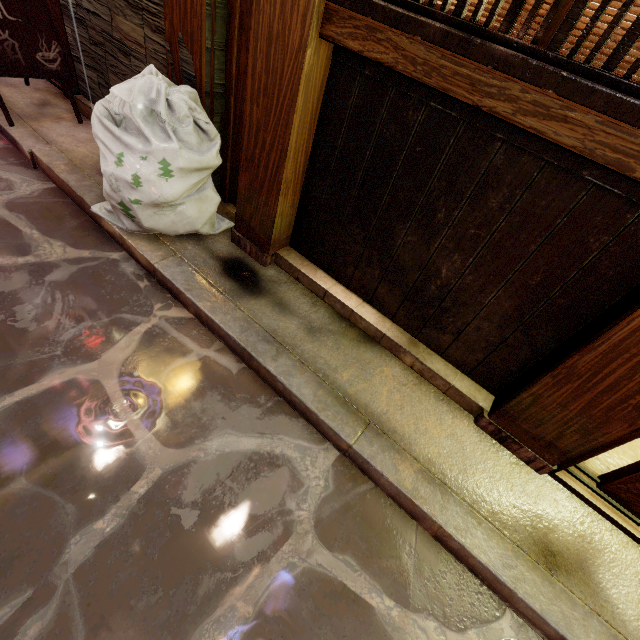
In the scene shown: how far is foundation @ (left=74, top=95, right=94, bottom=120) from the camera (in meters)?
6.12

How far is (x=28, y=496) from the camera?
2.5 meters

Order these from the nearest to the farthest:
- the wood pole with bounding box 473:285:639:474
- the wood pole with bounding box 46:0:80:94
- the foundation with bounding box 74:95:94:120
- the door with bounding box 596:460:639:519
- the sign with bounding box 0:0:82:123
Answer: the wood pole with bounding box 473:285:639:474 < the door with bounding box 596:460:639:519 < the sign with bounding box 0:0:82:123 < the wood pole with bounding box 46:0:80:94 < the foundation with bounding box 74:95:94:120

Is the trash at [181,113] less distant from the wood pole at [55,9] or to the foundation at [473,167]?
the foundation at [473,167]

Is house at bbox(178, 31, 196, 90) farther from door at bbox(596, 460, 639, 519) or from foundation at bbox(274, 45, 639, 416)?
door at bbox(596, 460, 639, 519)

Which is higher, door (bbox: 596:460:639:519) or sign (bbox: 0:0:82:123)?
sign (bbox: 0:0:82:123)

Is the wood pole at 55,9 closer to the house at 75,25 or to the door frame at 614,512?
the house at 75,25

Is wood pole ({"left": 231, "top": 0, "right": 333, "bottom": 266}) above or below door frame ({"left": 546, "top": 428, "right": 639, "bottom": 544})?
above
